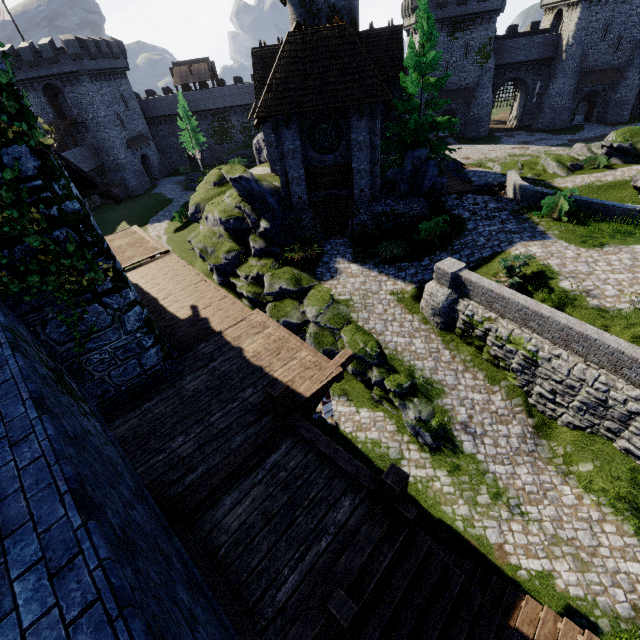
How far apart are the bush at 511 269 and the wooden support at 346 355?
8.3m

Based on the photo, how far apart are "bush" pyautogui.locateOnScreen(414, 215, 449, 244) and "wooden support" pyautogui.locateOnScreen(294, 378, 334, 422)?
11.60m

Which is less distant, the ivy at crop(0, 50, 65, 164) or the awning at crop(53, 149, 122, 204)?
the ivy at crop(0, 50, 65, 164)

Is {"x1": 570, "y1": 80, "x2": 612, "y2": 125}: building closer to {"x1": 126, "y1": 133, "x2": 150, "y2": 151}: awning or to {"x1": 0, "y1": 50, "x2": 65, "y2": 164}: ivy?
{"x1": 126, "y1": 133, "x2": 150, "y2": 151}: awning

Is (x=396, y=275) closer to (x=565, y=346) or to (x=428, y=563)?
(x=565, y=346)

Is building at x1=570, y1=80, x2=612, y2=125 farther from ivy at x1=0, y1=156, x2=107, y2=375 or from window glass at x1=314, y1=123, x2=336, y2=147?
ivy at x1=0, y1=156, x2=107, y2=375

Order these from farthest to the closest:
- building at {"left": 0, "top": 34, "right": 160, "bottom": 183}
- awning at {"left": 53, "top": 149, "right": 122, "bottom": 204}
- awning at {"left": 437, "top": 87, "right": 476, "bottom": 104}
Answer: awning at {"left": 437, "top": 87, "right": 476, "bottom": 104} → building at {"left": 0, "top": 34, "right": 160, "bottom": 183} → awning at {"left": 53, "top": 149, "right": 122, "bottom": 204}

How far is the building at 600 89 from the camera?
45.3m
